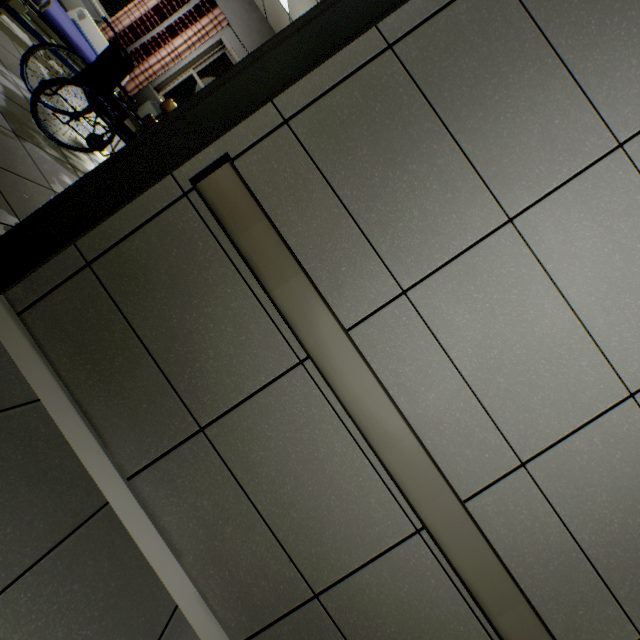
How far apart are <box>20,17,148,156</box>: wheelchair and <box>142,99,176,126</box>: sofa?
1.5 meters

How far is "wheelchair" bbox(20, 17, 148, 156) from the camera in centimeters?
260cm

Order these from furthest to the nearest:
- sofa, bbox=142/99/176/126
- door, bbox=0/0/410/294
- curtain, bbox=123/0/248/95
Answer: curtain, bbox=123/0/248/95
sofa, bbox=142/99/176/126
door, bbox=0/0/410/294

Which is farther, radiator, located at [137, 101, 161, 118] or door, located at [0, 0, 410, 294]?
radiator, located at [137, 101, 161, 118]

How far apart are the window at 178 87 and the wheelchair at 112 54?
3.29m

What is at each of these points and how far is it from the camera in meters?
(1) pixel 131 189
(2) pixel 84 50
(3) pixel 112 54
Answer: (1) door, 1.3
(2) blanket, 3.1
(3) wheelchair, 2.9

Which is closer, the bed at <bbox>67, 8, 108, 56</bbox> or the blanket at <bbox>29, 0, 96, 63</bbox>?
the blanket at <bbox>29, 0, 96, 63</bbox>

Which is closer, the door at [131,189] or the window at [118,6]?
the door at [131,189]
